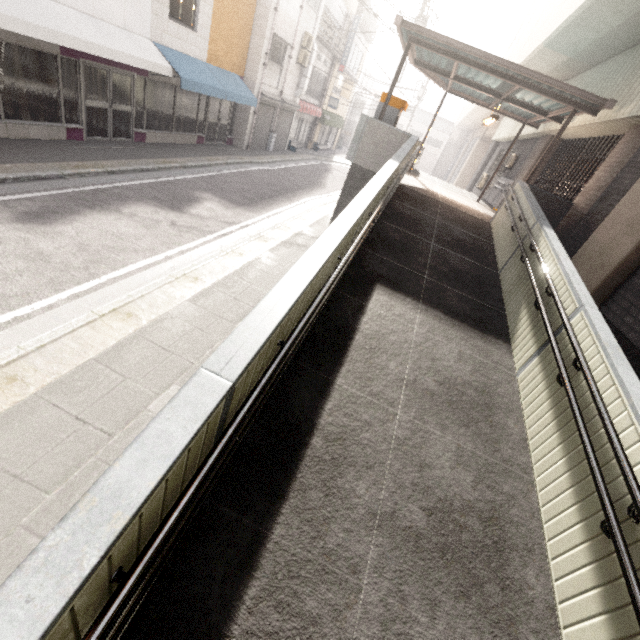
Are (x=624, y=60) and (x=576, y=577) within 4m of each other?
no

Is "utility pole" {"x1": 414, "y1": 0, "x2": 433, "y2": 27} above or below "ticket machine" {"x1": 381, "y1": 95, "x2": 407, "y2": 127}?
above

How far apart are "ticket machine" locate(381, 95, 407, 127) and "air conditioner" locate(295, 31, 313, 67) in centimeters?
1117cm

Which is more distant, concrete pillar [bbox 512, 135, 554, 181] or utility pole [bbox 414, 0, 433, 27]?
utility pole [bbox 414, 0, 433, 27]

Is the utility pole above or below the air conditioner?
above

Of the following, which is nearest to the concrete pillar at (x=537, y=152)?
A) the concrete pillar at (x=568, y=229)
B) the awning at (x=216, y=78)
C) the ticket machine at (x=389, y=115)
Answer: the concrete pillar at (x=568, y=229)

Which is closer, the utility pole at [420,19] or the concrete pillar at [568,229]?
the concrete pillar at [568,229]

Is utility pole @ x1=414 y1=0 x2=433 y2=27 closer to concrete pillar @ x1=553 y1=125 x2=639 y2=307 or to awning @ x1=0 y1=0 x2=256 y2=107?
awning @ x1=0 y1=0 x2=256 y2=107
